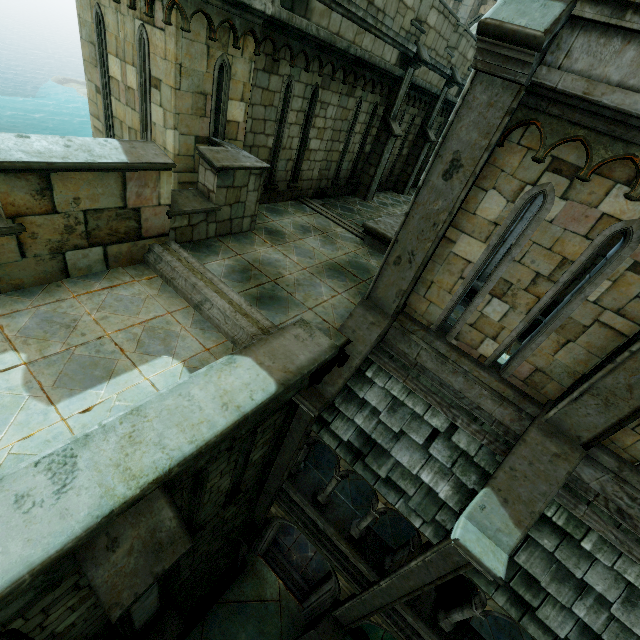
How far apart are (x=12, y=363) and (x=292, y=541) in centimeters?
1160cm

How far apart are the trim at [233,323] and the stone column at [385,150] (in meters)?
8.39

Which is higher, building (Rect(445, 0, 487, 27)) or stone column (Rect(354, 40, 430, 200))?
building (Rect(445, 0, 487, 27))

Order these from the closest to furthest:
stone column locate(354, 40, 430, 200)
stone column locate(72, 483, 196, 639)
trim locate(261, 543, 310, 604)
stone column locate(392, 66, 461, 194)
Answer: stone column locate(72, 483, 196, 639)
stone column locate(354, 40, 430, 200)
trim locate(261, 543, 310, 604)
stone column locate(392, 66, 461, 194)

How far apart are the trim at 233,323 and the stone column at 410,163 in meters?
11.8

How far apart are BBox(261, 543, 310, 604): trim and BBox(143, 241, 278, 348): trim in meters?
10.0

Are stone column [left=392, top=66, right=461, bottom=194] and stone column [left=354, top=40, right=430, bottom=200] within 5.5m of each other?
yes

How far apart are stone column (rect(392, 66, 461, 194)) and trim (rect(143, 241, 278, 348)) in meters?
11.8 m
